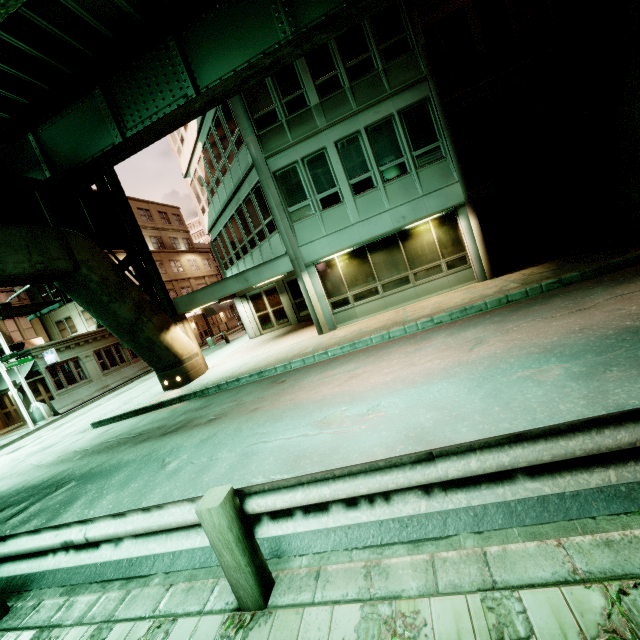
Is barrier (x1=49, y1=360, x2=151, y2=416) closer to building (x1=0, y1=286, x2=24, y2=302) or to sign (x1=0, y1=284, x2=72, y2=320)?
building (x1=0, y1=286, x2=24, y2=302)

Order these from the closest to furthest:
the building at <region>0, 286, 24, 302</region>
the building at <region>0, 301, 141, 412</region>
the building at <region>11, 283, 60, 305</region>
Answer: the building at <region>0, 301, 141, 412</region> → the building at <region>0, 286, 24, 302</region> → the building at <region>11, 283, 60, 305</region>

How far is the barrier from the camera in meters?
20.2

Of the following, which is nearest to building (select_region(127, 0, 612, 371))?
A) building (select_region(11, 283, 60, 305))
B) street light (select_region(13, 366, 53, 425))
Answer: street light (select_region(13, 366, 53, 425))

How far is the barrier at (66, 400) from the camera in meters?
20.2

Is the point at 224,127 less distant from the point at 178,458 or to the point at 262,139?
the point at 262,139

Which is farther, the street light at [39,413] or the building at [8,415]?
the building at [8,415]

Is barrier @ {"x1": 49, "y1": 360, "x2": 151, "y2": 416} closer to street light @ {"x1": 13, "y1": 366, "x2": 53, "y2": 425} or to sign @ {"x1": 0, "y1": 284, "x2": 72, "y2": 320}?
street light @ {"x1": 13, "y1": 366, "x2": 53, "y2": 425}
